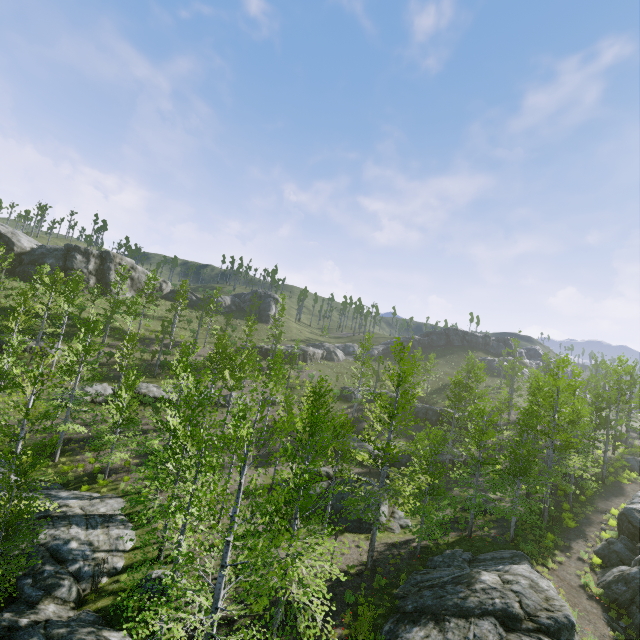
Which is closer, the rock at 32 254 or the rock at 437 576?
the rock at 437 576

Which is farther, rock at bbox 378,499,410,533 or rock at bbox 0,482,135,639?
rock at bbox 378,499,410,533

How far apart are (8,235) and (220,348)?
42.12m

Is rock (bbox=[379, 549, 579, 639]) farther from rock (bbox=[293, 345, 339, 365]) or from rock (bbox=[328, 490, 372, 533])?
rock (bbox=[293, 345, 339, 365])

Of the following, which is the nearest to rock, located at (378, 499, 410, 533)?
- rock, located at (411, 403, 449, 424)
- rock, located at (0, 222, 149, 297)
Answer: rock, located at (411, 403, 449, 424)

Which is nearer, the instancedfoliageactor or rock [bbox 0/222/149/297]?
the instancedfoliageactor

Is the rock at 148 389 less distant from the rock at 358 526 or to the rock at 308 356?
the rock at 358 526

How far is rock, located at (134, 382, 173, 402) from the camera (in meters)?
32.41
